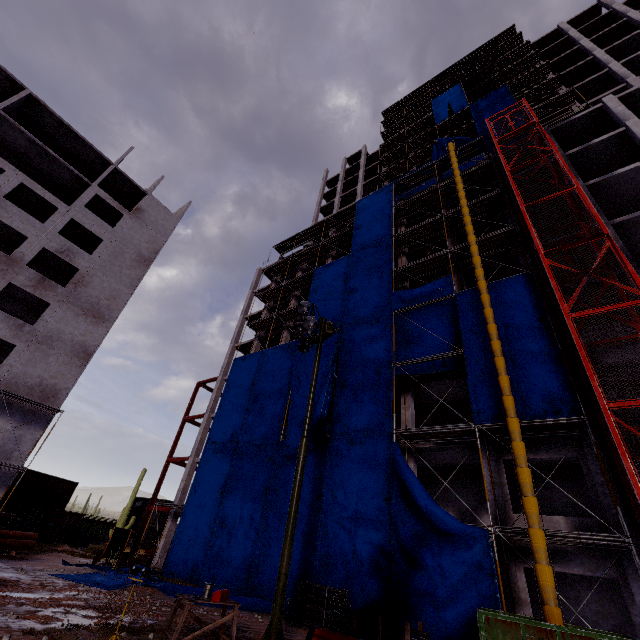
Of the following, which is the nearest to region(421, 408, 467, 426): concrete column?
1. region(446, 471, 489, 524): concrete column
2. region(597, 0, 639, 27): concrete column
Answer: region(446, 471, 489, 524): concrete column

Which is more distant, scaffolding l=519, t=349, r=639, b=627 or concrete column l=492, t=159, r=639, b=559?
concrete column l=492, t=159, r=639, b=559

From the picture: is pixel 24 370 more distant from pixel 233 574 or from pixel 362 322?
pixel 362 322

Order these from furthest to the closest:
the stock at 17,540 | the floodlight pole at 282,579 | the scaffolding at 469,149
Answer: the scaffolding at 469,149 < the stock at 17,540 < the floodlight pole at 282,579

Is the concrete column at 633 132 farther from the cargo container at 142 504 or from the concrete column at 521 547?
the cargo container at 142 504

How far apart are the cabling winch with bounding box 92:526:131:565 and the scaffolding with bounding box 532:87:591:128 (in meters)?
48.72

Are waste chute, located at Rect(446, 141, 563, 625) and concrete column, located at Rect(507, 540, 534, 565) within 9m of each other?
yes

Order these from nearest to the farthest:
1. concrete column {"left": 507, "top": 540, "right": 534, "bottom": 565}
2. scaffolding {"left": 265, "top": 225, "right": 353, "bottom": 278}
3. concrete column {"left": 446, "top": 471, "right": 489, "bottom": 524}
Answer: concrete column {"left": 507, "top": 540, "right": 534, "bottom": 565} → concrete column {"left": 446, "top": 471, "right": 489, "bottom": 524} → scaffolding {"left": 265, "top": 225, "right": 353, "bottom": 278}
